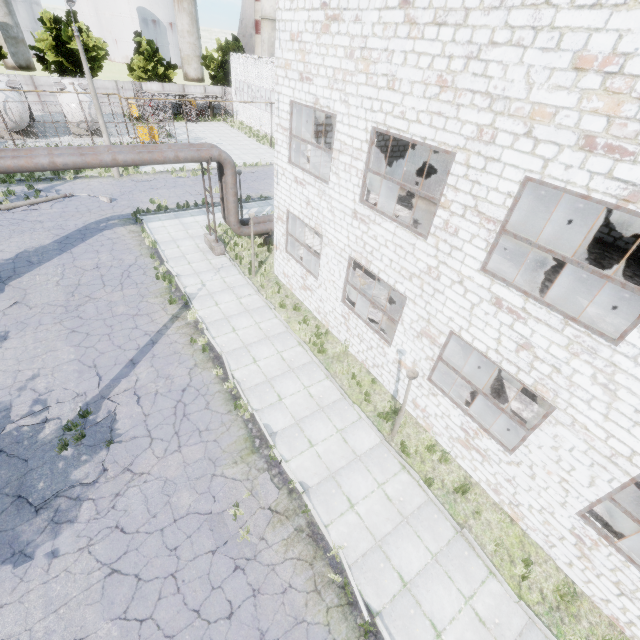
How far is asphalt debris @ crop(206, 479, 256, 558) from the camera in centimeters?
761cm

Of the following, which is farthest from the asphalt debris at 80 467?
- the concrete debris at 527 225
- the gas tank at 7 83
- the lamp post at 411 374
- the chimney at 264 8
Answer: the chimney at 264 8

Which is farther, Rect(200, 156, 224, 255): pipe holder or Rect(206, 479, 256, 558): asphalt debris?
Rect(200, 156, 224, 255): pipe holder

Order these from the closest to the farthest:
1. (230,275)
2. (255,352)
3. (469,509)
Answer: (469,509) < (255,352) < (230,275)

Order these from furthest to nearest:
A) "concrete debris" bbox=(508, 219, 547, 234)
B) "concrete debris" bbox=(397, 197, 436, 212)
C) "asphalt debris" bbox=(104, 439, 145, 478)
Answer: "concrete debris" bbox=(397, 197, 436, 212) → "concrete debris" bbox=(508, 219, 547, 234) → "asphalt debris" bbox=(104, 439, 145, 478)

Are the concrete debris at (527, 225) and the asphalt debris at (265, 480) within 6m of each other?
no

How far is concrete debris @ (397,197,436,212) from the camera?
13.2 meters

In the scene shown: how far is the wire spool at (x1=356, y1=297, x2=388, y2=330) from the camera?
13.30m
